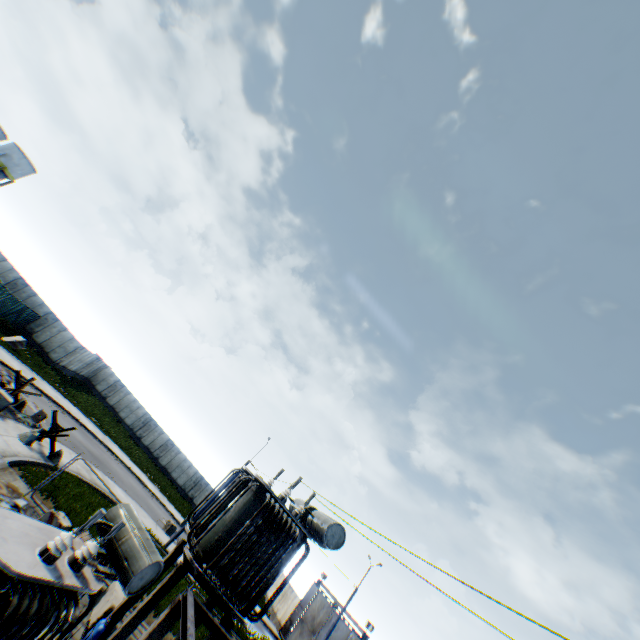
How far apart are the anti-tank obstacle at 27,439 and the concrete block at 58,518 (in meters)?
5.89

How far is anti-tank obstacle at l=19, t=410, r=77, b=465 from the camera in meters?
16.2 m

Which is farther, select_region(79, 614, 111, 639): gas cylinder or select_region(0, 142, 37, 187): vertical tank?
select_region(0, 142, 37, 187): vertical tank

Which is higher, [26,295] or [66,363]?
[26,295]

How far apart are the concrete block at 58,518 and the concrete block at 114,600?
2.52m

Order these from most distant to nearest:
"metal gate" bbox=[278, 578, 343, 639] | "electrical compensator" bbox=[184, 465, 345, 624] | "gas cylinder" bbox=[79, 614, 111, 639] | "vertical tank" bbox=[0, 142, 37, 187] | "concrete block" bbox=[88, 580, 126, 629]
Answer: "vertical tank" bbox=[0, 142, 37, 187], "metal gate" bbox=[278, 578, 343, 639], "concrete block" bbox=[88, 580, 126, 629], "electrical compensator" bbox=[184, 465, 345, 624], "gas cylinder" bbox=[79, 614, 111, 639]

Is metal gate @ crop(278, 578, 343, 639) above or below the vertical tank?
below

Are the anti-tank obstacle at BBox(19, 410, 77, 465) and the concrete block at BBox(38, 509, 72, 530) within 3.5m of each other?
no
